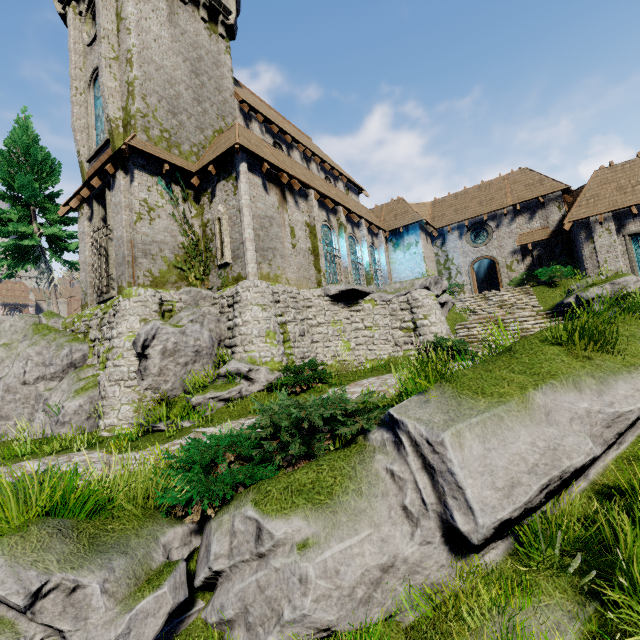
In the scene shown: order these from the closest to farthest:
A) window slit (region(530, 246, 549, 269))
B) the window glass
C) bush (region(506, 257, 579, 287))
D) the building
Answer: the building
bush (region(506, 257, 579, 287))
window slit (region(530, 246, 549, 269))
the window glass

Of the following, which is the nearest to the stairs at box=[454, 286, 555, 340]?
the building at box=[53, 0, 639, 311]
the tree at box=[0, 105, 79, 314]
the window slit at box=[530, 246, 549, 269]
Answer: the building at box=[53, 0, 639, 311]

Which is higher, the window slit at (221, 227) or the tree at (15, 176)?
the tree at (15, 176)

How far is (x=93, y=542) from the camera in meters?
3.6

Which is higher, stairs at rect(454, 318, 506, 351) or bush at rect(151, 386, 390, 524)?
stairs at rect(454, 318, 506, 351)

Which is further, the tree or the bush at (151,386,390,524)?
the tree

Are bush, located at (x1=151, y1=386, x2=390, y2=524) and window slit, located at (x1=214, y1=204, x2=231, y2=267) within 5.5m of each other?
no

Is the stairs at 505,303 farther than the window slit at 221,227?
Yes
